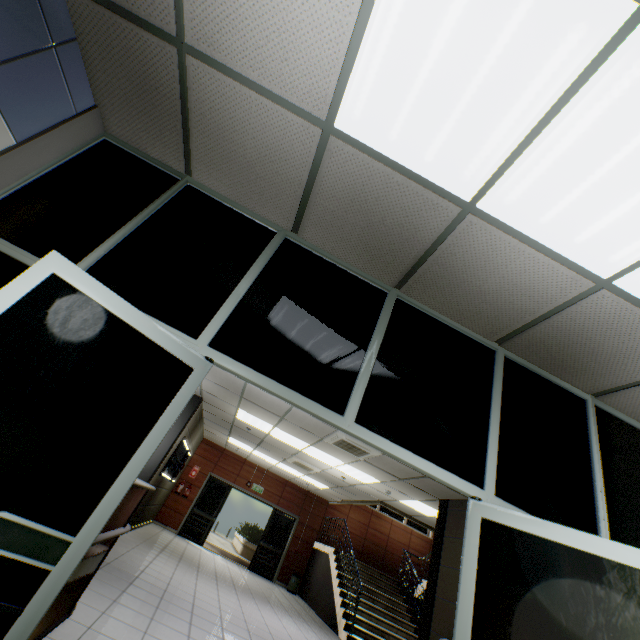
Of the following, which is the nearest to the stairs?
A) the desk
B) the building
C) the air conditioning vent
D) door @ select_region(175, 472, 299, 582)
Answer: the building

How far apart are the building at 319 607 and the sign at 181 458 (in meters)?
5.96

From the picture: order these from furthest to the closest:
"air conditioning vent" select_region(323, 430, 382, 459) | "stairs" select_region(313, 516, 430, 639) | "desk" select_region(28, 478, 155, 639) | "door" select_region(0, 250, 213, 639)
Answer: "stairs" select_region(313, 516, 430, 639), "air conditioning vent" select_region(323, 430, 382, 459), "desk" select_region(28, 478, 155, 639), "door" select_region(0, 250, 213, 639)

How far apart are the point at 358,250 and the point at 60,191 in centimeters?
223cm

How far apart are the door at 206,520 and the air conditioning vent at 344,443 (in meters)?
8.02

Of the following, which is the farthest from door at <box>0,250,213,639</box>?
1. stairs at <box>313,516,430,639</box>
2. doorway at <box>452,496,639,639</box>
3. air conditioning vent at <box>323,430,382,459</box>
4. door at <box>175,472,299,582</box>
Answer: door at <box>175,472,299,582</box>

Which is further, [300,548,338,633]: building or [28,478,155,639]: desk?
[300,548,338,633]: building

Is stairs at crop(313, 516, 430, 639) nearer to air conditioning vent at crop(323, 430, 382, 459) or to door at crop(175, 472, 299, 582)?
door at crop(175, 472, 299, 582)
